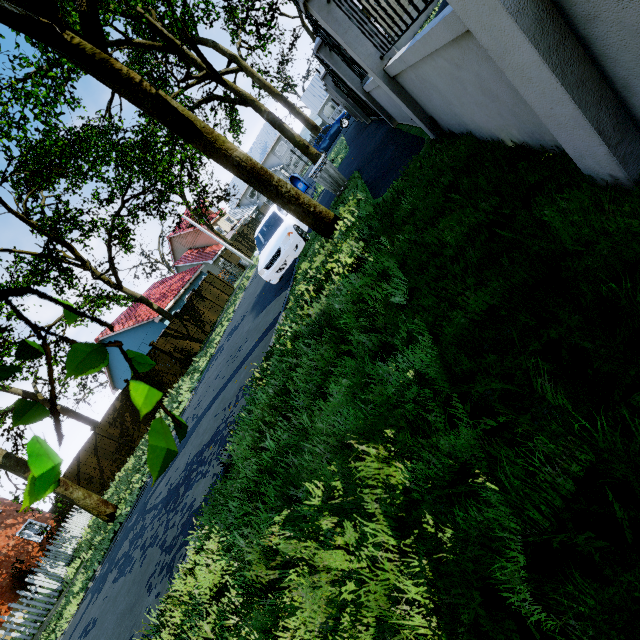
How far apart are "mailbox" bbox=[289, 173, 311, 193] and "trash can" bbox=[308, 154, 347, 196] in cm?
593

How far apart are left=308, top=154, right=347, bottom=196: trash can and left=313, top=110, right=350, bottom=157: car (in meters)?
17.96

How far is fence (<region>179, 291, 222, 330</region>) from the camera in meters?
22.2 m

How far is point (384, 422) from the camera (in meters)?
2.08

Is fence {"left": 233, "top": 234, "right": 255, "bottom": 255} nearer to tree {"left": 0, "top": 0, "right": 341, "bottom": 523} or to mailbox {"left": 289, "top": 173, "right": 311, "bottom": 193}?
tree {"left": 0, "top": 0, "right": 341, "bottom": 523}

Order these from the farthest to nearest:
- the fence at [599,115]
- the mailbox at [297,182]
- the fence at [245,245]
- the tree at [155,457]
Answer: the fence at [245,245] → the mailbox at [297,182] → the fence at [599,115] → the tree at [155,457]

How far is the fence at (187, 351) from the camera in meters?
19.4 m
